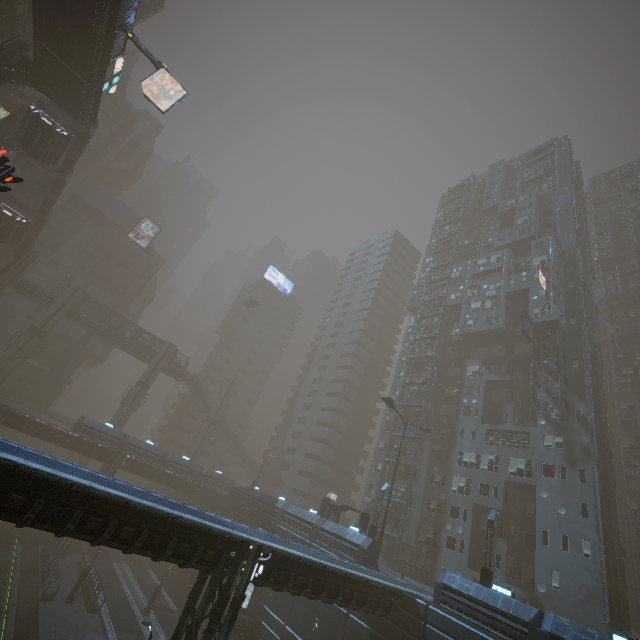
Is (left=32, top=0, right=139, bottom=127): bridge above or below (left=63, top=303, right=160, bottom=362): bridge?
above

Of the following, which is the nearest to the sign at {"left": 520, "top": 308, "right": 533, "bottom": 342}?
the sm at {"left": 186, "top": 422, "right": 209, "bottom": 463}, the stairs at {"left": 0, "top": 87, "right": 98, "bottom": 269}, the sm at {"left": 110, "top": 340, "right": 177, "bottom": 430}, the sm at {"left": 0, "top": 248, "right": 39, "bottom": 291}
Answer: the sm at {"left": 186, "top": 422, "right": 209, "bottom": 463}

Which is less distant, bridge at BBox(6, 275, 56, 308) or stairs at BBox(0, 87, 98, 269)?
stairs at BBox(0, 87, 98, 269)

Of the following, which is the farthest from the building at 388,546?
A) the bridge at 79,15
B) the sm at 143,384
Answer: the sm at 143,384

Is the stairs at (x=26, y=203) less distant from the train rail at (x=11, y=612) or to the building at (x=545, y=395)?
the building at (x=545, y=395)

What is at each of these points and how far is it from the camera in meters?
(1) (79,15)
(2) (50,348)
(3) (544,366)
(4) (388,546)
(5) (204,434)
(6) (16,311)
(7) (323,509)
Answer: (1) bridge, 24.2 m
(2) building, 58.1 m
(3) building, 38.2 m
(4) building, 38.6 m
(5) sm, 59.3 m
(6) building, 58.3 m
(7) building, 34.1 m

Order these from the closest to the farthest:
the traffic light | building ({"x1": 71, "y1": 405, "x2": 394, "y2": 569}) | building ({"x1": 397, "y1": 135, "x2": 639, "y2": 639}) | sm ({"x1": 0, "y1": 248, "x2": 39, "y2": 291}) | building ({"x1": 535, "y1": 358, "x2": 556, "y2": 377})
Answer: the traffic light → building ({"x1": 397, "y1": 135, "x2": 639, "y2": 639}) → building ({"x1": 71, "y1": 405, "x2": 394, "y2": 569}) → building ({"x1": 535, "y1": 358, "x2": 556, "y2": 377}) → sm ({"x1": 0, "y1": 248, "x2": 39, "y2": 291})

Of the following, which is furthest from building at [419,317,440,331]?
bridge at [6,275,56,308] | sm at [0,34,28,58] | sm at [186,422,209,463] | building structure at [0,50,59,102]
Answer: building structure at [0,50,59,102]
